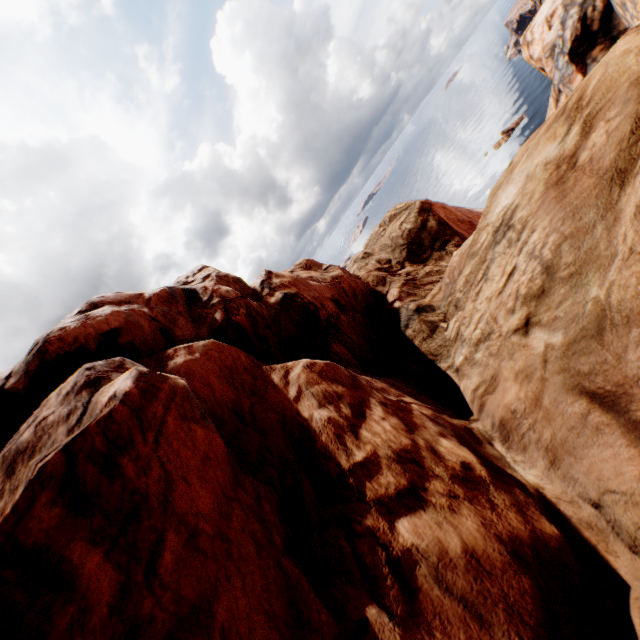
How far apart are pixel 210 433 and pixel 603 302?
7.4m
